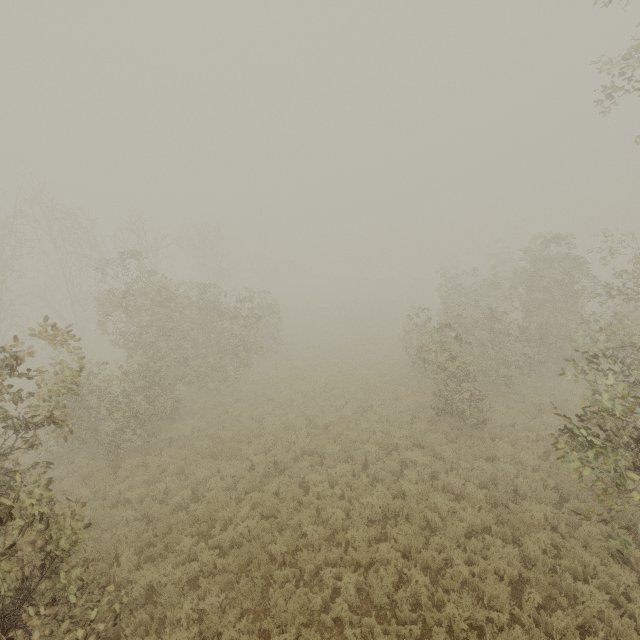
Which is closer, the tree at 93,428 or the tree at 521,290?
the tree at 93,428

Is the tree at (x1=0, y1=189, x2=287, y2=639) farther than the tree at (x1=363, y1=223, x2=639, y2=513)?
No

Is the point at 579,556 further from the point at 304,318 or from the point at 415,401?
the point at 304,318
